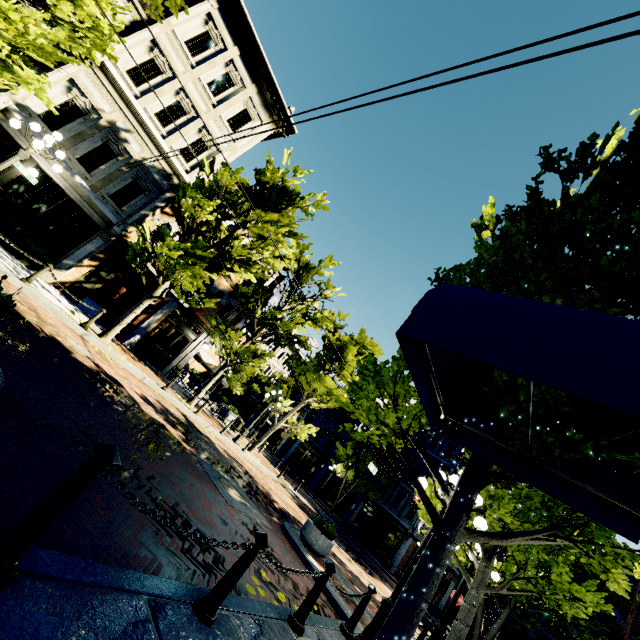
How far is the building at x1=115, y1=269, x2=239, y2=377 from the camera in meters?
16.2

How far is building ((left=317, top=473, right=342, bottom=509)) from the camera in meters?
33.5 m

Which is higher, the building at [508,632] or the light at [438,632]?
the building at [508,632]

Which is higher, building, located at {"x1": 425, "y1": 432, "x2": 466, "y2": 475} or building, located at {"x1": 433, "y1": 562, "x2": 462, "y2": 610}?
building, located at {"x1": 425, "y1": 432, "x2": 466, "y2": 475}

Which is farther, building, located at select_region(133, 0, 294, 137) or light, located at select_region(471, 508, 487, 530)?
building, located at select_region(133, 0, 294, 137)

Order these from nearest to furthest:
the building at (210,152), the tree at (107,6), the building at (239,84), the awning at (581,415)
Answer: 1. the awning at (581,415)
2. the tree at (107,6)
3. the building at (239,84)
4. the building at (210,152)

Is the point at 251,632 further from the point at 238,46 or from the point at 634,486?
the point at 238,46

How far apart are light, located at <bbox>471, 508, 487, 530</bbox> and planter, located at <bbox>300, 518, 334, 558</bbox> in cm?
339
